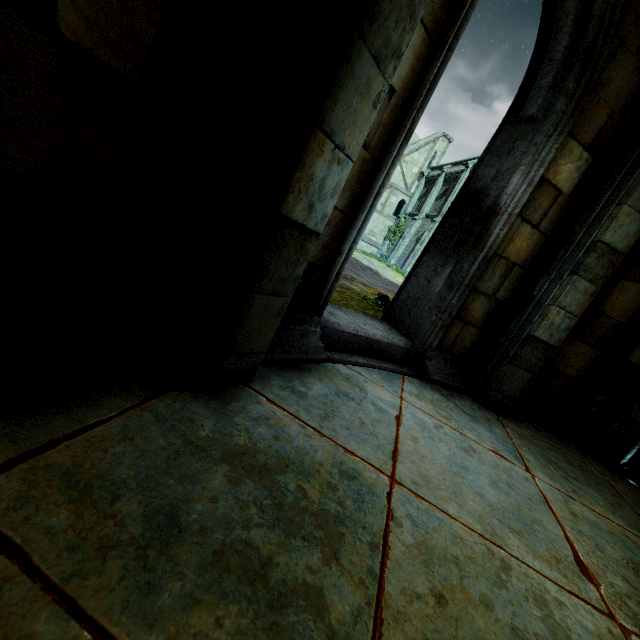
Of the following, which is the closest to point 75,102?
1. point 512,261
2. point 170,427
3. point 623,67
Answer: point 170,427

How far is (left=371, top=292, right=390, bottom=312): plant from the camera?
5.90m

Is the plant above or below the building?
below

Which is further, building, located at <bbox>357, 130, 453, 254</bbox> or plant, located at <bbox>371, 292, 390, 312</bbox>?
building, located at <bbox>357, 130, 453, 254</bbox>

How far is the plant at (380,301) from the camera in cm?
590

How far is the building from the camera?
30.3 meters

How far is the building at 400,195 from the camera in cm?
3031
